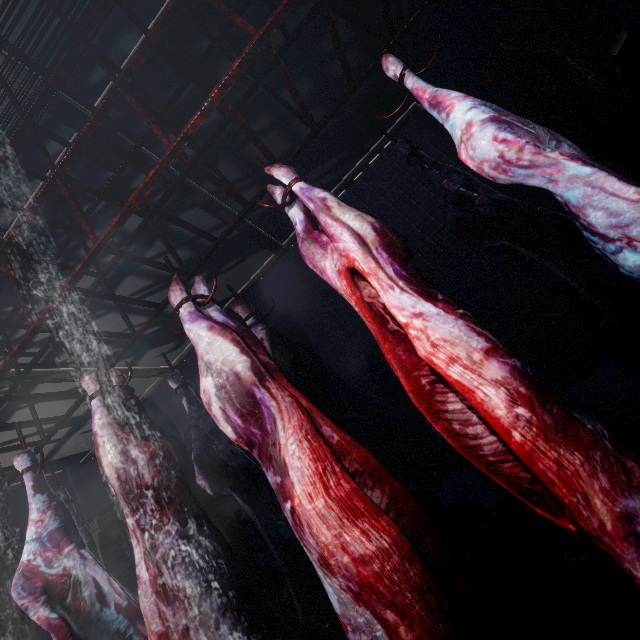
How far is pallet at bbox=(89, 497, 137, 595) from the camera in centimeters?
412cm

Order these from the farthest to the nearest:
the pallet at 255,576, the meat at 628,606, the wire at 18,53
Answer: the pallet at 255,576, the wire at 18,53, the meat at 628,606

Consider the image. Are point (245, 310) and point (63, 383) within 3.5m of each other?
no

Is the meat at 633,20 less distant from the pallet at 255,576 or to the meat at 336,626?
the meat at 336,626

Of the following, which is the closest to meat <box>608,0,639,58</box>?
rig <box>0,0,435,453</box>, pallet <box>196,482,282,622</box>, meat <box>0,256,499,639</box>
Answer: rig <box>0,0,435,453</box>

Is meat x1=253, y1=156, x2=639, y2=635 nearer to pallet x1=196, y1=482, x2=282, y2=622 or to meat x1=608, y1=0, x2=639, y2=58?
meat x1=608, y1=0, x2=639, y2=58

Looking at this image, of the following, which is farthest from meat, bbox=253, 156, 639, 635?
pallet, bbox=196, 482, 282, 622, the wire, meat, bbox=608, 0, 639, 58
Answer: pallet, bbox=196, 482, 282, 622

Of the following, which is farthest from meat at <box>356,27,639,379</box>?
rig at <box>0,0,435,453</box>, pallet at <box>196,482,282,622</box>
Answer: pallet at <box>196,482,282,622</box>
